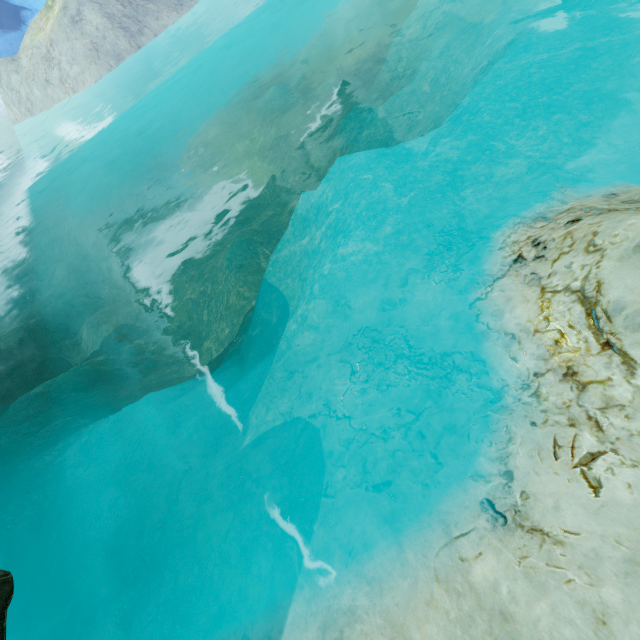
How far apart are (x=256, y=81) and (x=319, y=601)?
28.87m
